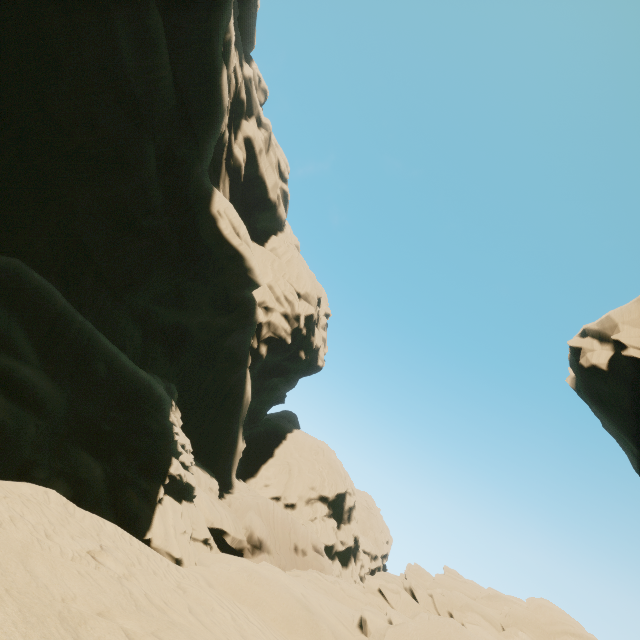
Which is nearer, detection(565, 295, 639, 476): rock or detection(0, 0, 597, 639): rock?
detection(0, 0, 597, 639): rock

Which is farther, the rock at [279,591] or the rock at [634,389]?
the rock at [634,389]

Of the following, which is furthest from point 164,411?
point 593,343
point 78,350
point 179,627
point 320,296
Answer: point 320,296
